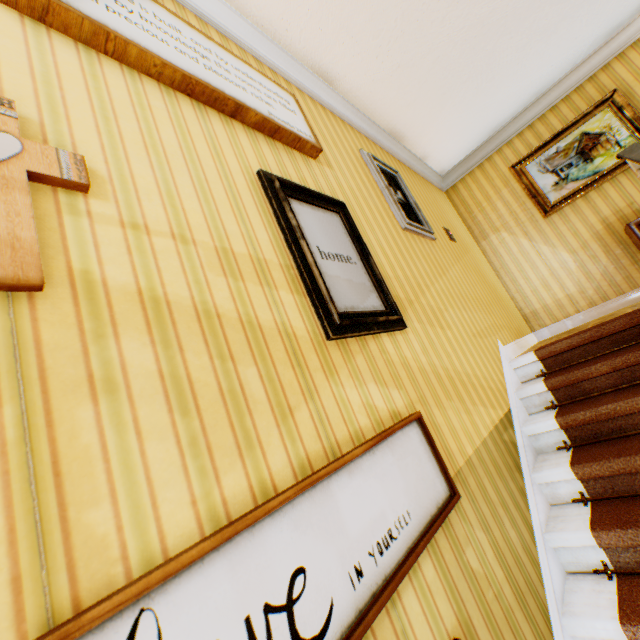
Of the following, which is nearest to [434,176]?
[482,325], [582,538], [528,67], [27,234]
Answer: [528,67]

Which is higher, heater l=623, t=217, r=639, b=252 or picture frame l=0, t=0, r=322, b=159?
picture frame l=0, t=0, r=322, b=159

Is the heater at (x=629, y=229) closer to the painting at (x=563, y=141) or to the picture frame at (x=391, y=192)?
the painting at (x=563, y=141)

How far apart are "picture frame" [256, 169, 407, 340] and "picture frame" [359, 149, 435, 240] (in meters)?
0.96

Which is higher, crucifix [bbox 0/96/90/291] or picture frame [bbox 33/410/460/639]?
crucifix [bbox 0/96/90/291]

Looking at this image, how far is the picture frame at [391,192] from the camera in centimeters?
308cm

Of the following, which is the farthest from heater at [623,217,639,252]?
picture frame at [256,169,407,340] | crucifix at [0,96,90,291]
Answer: crucifix at [0,96,90,291]

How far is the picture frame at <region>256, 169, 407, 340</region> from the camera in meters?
1.5 m
